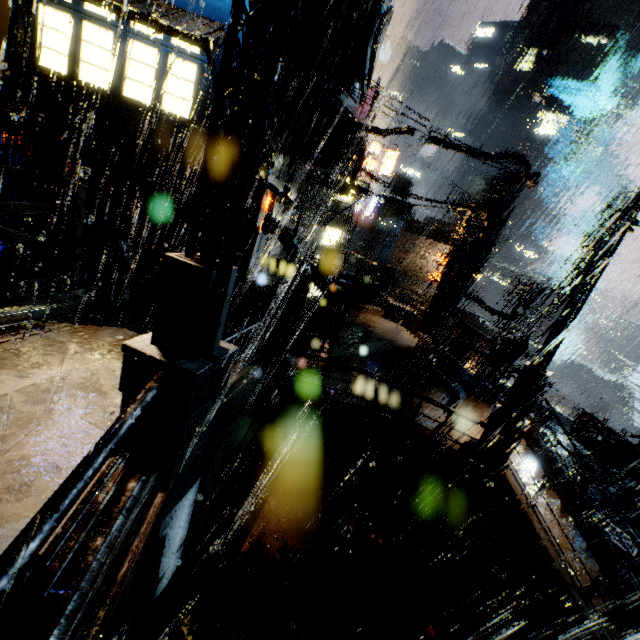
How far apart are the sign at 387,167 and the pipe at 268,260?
17.9m

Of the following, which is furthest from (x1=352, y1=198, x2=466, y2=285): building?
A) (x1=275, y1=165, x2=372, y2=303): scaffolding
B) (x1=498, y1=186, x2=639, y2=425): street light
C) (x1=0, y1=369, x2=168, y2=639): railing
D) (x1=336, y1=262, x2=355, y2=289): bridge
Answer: (x1=498, y1=186, x2=639, y2=425): street light

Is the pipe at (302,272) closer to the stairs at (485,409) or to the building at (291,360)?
the building at (291,360)

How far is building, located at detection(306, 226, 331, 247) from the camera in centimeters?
3609cm

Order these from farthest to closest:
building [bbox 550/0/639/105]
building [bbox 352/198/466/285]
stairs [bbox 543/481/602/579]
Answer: building [bbox 550/0/639/105], building [bbox 352/198/466/285], stairs [bbox 543/481/602/579]

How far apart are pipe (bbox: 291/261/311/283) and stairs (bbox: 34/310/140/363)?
9.7 meters

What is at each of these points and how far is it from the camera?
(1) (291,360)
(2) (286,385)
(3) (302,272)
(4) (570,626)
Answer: (1) building, 11.19m
(2) building, 9.52m
(3) pipe, 17.81m
(4) building, 7.50m

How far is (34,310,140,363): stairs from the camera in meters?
6.4 m
